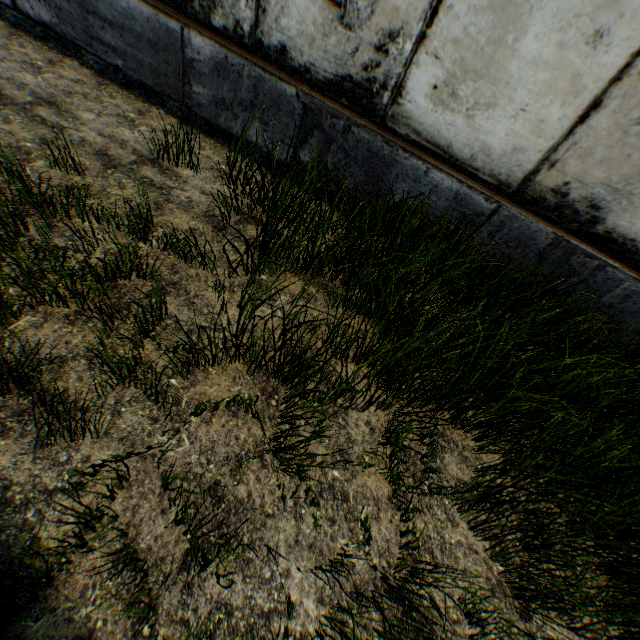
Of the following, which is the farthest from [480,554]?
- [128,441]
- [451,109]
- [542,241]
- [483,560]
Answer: [451,109]
